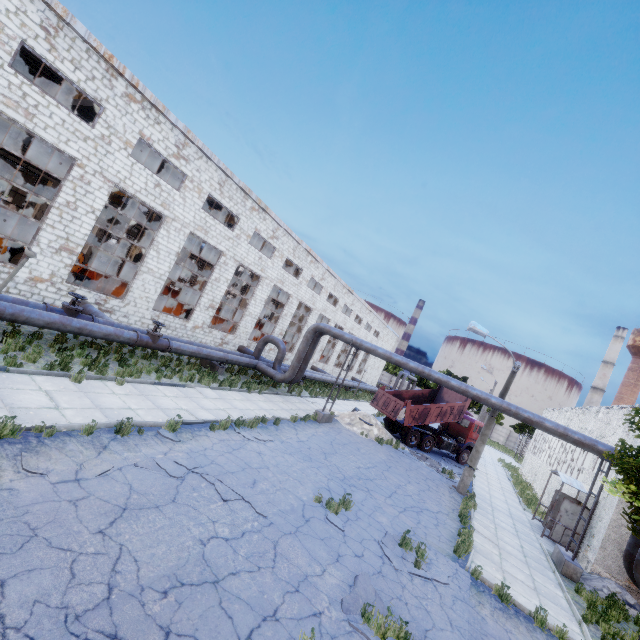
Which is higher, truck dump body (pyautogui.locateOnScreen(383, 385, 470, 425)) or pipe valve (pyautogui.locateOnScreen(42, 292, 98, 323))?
truck dump body (pyautogui.locateOnScreen(383, 385, 470, 425))

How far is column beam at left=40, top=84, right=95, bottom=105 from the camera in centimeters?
1694cm

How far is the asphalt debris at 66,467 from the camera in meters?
5.8 m

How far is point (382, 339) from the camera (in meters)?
55.06

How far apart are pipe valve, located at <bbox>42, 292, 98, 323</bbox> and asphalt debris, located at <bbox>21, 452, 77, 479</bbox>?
7.5m

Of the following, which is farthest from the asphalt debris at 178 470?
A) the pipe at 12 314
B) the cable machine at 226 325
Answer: the cable machine at 226 325

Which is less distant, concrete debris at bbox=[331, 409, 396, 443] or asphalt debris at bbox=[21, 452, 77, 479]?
asphalt debris at bbox=[21, 452, 77, 479]

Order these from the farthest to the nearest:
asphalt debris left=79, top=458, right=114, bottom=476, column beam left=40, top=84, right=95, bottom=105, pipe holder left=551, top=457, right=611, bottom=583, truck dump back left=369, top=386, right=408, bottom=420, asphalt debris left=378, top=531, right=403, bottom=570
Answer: truck dump back left=369, top=386, right=408, bottom=420
column beam left=40, top=84, right=95, bottom=105
pipe holder left=551, top=457, right=611, bottom=583
asphalt debris left=378, top=531, right=403, bottom=570
asphalt debris left=79, top=458, right=114, bottom=476
